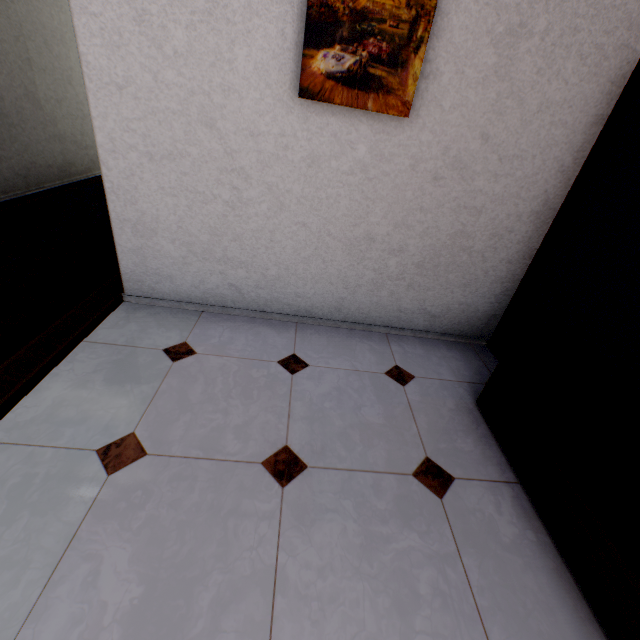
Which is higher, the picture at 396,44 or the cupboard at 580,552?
the picture at 396,44

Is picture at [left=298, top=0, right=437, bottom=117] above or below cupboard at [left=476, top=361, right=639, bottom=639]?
Result: above

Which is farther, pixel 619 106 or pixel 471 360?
pixel 471 360
